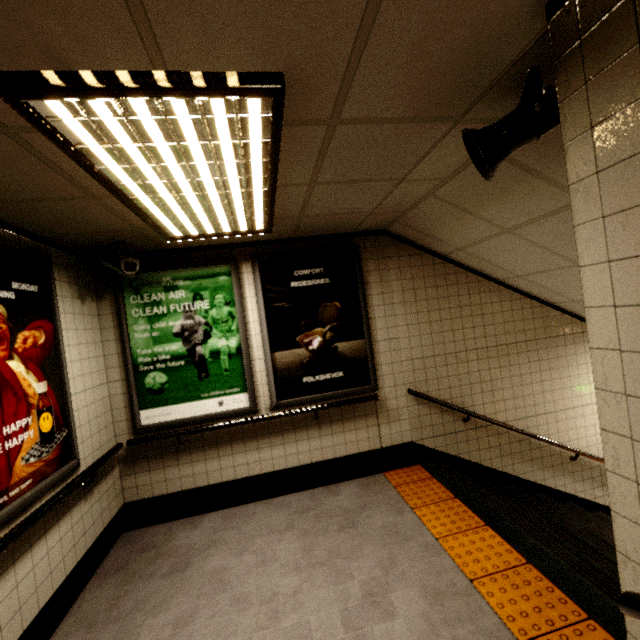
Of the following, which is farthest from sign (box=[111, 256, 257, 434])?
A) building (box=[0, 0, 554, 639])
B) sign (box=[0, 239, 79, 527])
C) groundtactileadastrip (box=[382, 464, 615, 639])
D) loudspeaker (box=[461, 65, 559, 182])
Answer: loudspeaker (box=[461, 65, 559, 182])

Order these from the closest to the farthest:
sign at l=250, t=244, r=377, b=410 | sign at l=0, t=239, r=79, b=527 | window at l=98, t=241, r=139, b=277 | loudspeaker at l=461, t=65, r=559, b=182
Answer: loudspeaker at l=461, t=65, r=559, b=182 < sign at l=0, t=239, r=79, b=527 < window at l=98, t=241, r=139, b=277 < sign at l=250, t=244, r=377, b=410

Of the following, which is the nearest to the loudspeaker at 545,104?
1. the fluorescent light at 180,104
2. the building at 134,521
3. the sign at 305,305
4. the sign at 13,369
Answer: the building at 134,521

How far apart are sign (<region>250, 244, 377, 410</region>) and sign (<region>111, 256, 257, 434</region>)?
0.1m

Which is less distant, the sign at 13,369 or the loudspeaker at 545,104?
the loudspeaker at 545,104

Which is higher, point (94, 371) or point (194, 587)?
point (94, 371)

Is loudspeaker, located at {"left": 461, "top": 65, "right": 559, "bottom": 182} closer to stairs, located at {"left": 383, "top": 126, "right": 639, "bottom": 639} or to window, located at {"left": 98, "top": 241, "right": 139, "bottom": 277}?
stairs, located at {"left": 383, "top": 126, "right": 639, "bottom": 639}

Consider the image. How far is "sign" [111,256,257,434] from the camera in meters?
3.4
